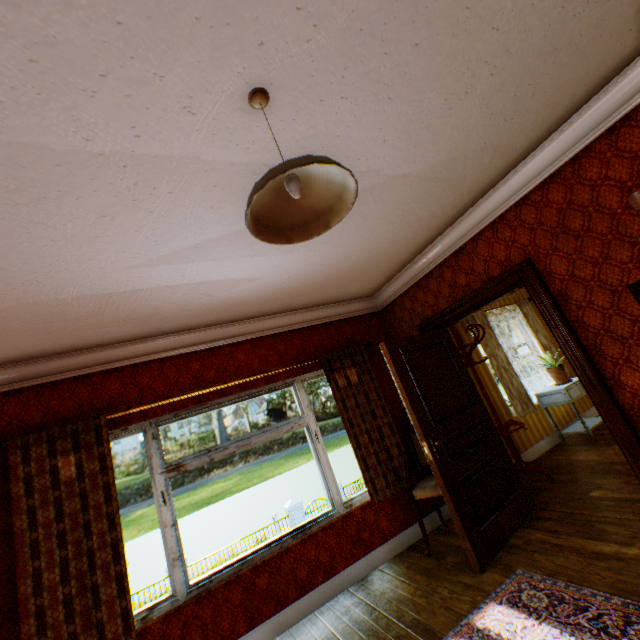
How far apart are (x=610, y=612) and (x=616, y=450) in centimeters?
319cm

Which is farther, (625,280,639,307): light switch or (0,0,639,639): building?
(625,280,639,307): light switch

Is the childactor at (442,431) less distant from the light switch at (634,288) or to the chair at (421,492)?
the chair at (421,492)

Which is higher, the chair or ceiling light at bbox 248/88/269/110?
ceiling light at bbox 248/88/269/110

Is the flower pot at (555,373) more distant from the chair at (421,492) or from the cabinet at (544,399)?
the chair at (421,492)

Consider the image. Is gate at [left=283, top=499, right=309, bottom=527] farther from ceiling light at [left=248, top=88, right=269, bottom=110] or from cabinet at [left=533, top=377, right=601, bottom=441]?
ceiling light at [left=248, top=88, right=269, bottom=110]

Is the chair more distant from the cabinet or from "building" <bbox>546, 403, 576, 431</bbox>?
the cabinet

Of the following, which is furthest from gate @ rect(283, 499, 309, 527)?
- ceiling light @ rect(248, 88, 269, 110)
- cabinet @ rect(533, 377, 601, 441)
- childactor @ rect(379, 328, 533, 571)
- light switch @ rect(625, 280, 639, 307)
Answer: ceiling light @ rect(248, 88, 269, 110)
